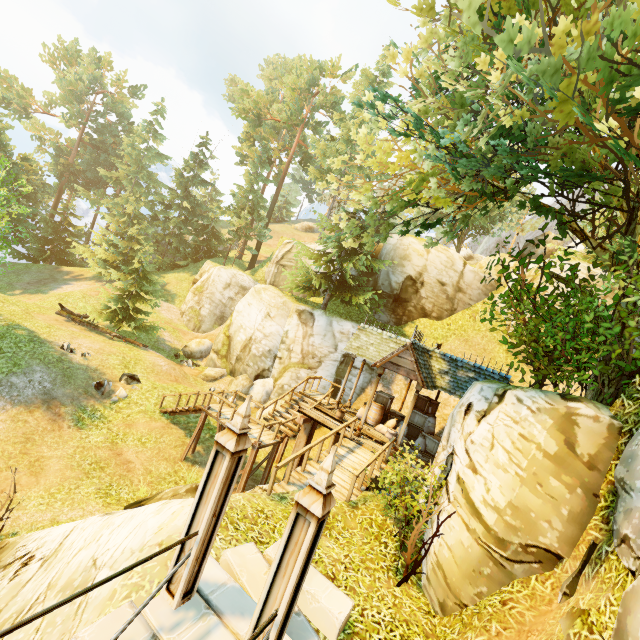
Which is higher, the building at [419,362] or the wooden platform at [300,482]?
the building at [419,362]

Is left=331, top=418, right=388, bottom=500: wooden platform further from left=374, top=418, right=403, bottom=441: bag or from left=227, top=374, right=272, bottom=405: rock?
left=227, top=374, right=272, bottom=405: rock

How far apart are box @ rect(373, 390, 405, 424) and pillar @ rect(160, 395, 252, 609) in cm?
1258

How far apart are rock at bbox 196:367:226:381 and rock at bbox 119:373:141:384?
4.74m

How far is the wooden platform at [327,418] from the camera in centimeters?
1320cm

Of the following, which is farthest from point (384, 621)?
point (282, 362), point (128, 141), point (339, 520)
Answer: point (128, 141)

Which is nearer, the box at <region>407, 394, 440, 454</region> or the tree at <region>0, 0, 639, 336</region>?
the tree at <region>0, 0, 639, 336</region>

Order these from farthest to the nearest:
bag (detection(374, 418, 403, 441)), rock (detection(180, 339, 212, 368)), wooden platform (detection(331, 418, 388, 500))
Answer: rock (detection(180, 339, 212, 368))
bag (detection(374, 418, 403, 441))
wooden platform (detection(331, 418, 388, 500))
